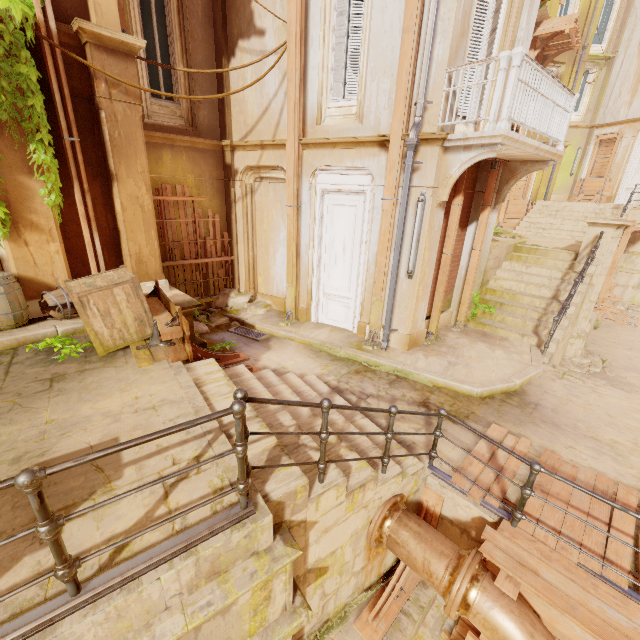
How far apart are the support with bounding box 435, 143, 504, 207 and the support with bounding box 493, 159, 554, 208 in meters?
2.5 m

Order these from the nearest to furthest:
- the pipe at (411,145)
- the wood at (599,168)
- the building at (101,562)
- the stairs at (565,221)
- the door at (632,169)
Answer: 1. the building at (101,562)
2. the pipe at (411,145)
3. the stairs at (565,221)
4. the door at (632,169)
5. the wood at (599,168)

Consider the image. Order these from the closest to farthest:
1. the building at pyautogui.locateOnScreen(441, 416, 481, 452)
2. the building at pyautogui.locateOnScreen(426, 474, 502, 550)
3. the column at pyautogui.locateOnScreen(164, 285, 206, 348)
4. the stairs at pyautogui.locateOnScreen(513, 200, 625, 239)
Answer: the building at pyautogui.locateOnScreen(426, 474, 502, 550) → the building at pyautogui.locateOnScreen(441, 416, 481, 452) → the column at pyautogui.locateOnScreen(164, 285, 206, 348) → the stairs at pyautogui.locateOnScreen(513, 200, 625, 239)

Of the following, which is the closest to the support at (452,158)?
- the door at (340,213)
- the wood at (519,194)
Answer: the door at (340,213)

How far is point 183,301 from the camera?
6.49m

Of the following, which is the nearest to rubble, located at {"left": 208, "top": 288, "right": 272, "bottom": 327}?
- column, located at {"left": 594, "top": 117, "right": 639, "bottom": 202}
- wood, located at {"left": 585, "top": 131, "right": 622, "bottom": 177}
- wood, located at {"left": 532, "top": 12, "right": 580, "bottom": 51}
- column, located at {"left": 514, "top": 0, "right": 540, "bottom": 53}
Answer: column, located at {"left": 514, "top": 0, "right": 540, "bottom": 53}

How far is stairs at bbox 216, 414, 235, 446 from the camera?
3.35m

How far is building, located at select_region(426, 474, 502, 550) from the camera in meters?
4.0
